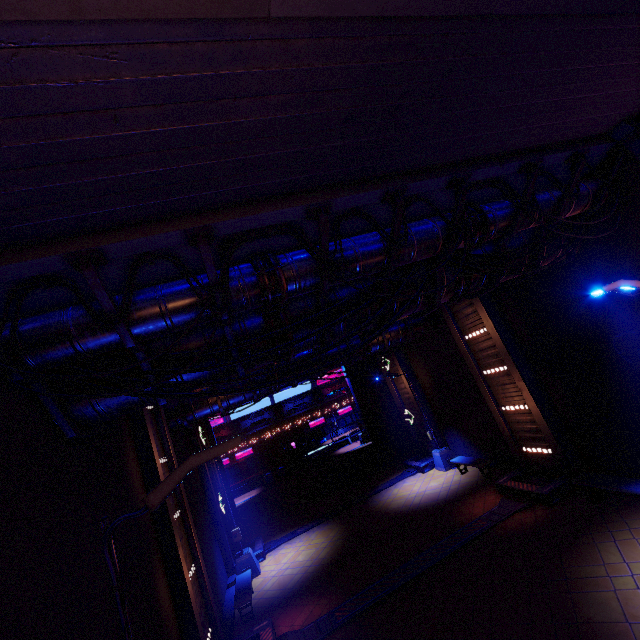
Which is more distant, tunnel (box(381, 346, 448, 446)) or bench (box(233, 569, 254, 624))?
tunnel (box(381, 346, 448, 446))

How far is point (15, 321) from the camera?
4.4 meters

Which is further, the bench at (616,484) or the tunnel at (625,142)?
the bench at (616,484)

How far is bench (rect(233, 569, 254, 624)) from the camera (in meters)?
11.34

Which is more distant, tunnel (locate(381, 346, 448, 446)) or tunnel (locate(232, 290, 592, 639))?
tunnel (locate(381, 346, 448, 446))

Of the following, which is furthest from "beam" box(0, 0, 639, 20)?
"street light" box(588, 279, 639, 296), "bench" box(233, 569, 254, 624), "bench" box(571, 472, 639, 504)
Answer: "bench" box(233, 569, 254, 624)

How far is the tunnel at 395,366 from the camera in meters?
19.7 m

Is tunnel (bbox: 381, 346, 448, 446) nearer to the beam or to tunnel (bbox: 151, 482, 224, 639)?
tunnel (bbox: 151, 482, 224, 639)
